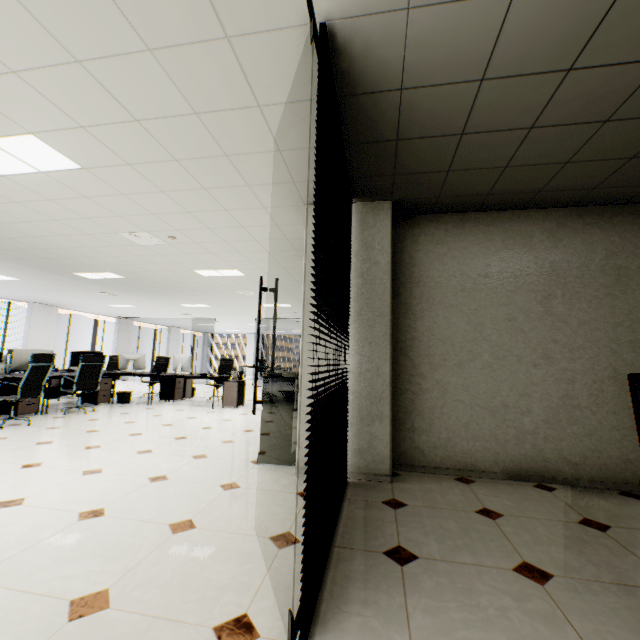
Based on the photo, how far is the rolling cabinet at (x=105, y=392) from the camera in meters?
7.5 m

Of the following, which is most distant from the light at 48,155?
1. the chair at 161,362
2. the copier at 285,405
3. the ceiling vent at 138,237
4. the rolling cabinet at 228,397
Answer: the chair at 161,362

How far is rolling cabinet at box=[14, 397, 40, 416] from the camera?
5.8 meters

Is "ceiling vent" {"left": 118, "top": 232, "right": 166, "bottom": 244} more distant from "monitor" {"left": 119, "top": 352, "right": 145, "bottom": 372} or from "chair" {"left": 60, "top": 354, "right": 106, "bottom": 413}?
"monitor" {"left": 119, "top": 352, "right": 145, "bottom": 372}

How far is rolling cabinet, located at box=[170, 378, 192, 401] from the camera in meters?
8.5

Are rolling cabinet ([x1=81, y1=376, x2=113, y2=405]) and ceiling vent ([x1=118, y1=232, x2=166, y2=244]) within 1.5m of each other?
no

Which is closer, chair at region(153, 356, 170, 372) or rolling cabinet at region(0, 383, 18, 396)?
rolling cabinet at region(0, 383, 18, 396)

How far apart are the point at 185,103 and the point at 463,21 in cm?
184
